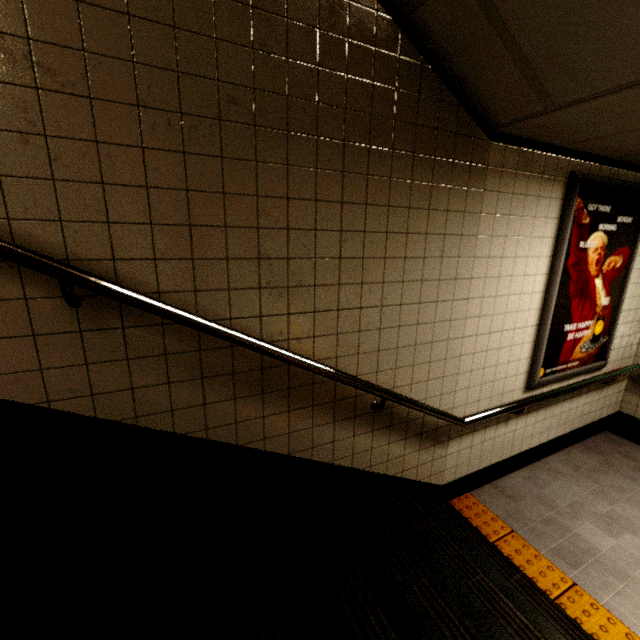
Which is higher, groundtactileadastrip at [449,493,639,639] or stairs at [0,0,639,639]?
stairs at [0,0,639,639]

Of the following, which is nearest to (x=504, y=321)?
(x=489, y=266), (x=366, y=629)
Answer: (x=489, y=266)

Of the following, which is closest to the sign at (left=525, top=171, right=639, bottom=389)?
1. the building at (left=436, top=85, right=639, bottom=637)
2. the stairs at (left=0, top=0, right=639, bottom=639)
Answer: the building at (left=436, top=85, right=639, bottom=637)

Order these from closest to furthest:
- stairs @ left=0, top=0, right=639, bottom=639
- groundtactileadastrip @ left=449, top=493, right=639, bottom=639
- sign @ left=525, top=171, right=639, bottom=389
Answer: stairs @ left=0, top=0, right=639, bottom=639 < groundtactileadastrip @ left=449, top=493, right=639, bottom=639 < sign @ left=525, top=171, right=639, bottom=389

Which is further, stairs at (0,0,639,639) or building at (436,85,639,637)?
building at (436,85,639,637)

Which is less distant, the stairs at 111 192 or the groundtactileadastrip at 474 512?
the stairs at 111 192

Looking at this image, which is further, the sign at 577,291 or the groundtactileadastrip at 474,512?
the sign at 577,291

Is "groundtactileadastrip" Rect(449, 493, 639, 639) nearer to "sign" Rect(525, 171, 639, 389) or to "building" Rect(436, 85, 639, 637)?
"building" Rect(436, 85, 639, 637)
